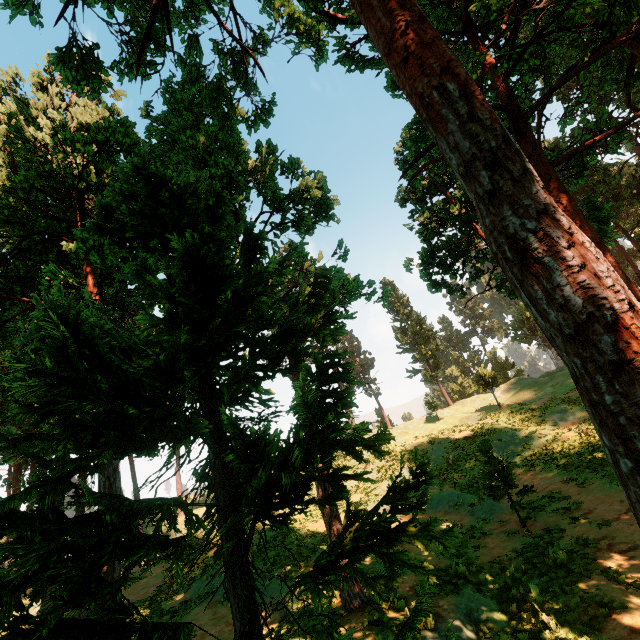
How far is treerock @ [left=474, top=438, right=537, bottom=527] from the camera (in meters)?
13.55

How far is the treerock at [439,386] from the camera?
50.7 meters

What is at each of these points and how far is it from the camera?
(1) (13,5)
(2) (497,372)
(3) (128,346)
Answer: (1) treerock, 7.64m
(2) treerock, 58.03m
(3) treerock, 4.24m

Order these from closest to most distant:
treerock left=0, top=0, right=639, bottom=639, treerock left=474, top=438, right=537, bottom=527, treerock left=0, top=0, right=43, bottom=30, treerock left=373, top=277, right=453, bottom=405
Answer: treerock left=0, top=0, right=639, bottom=639 < treerock left=0, top=0, right=43, bottom=30 < treerock left=474, top=438, right=537, bottom=527 < treerock left=373, top=277, right=453, bottom=405

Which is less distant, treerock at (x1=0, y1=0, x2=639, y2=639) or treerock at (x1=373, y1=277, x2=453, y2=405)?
treerock at (x1=0, y1=0, x2=639, y2=639)
